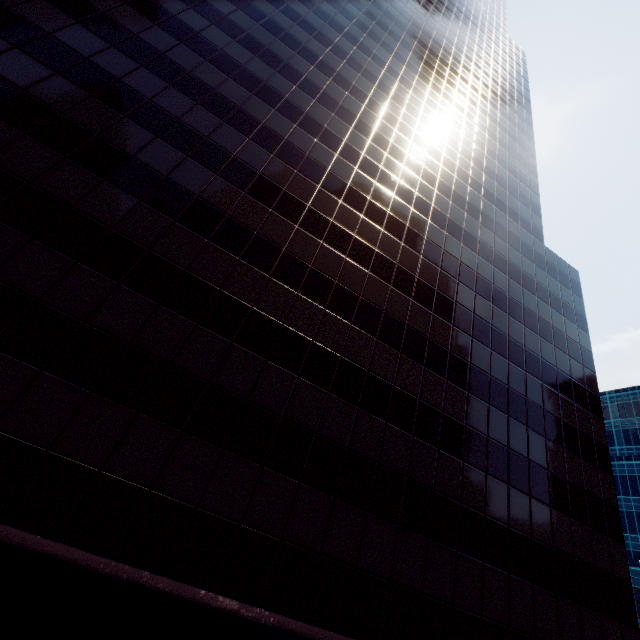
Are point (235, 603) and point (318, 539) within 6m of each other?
yes
